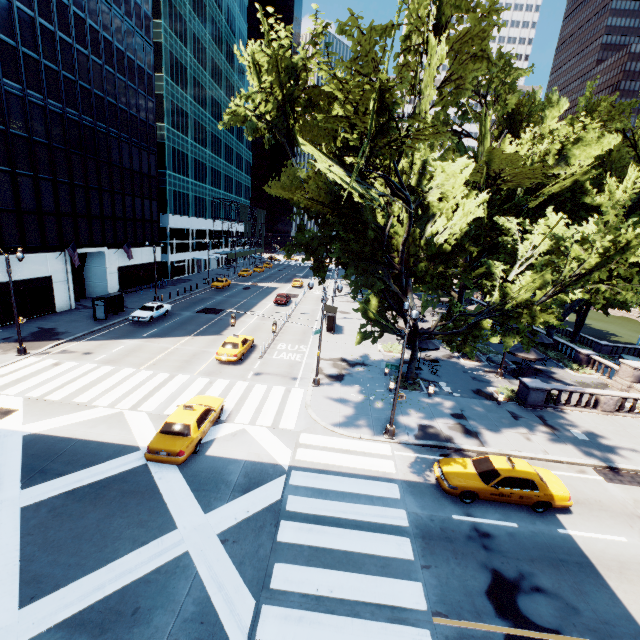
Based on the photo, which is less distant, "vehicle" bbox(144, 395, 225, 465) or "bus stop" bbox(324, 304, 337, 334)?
"vehicle" bbox(144, 395, 225, 465)

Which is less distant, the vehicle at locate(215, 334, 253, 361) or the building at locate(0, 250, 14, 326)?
the vehicle at locate(215, 334, 253, 361)

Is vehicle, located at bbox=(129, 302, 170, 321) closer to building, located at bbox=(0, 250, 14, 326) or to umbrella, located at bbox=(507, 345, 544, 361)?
building, located at bbox=(0, 250, 14, 326)

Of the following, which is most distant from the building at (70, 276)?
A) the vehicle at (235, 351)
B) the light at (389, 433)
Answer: the light at (389, 433)

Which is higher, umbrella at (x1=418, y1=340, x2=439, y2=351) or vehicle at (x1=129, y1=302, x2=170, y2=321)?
umbrella at (x1=418, y1=340, x2=439, y2=351)

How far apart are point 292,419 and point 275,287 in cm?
4341

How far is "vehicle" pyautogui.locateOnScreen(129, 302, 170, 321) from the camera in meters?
31.9

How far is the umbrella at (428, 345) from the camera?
25.38m
